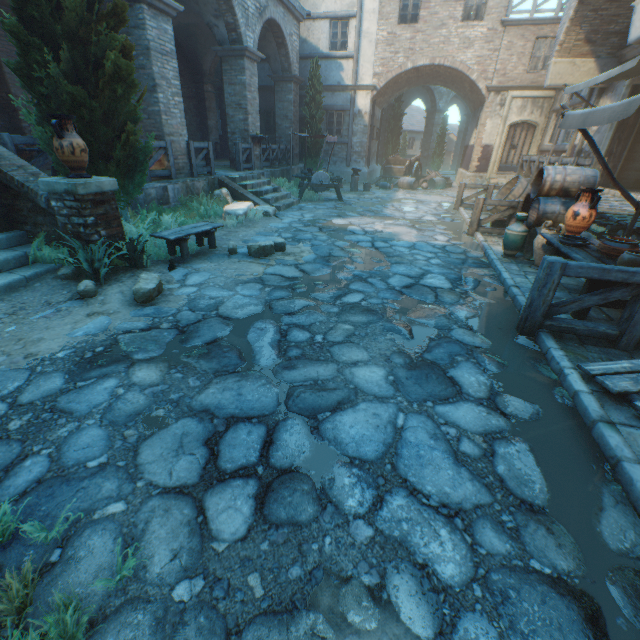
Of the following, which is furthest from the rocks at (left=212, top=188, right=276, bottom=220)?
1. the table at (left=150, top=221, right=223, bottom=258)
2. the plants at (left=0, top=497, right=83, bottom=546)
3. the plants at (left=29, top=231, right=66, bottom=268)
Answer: the plants at (left=0, top=497, right=83, bottom=546)

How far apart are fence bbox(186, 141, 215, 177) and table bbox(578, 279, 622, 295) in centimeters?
1009cm

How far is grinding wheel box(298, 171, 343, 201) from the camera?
12.76m

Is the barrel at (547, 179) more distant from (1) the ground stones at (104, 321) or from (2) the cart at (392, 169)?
(2) the cart at (392, 169)

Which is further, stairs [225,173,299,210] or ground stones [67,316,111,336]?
stairs [225,173,299,210]

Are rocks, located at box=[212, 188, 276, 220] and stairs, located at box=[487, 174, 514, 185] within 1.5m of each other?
no

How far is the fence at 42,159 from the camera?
5.8m

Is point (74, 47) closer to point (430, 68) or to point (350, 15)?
Result: point (350, 15)
